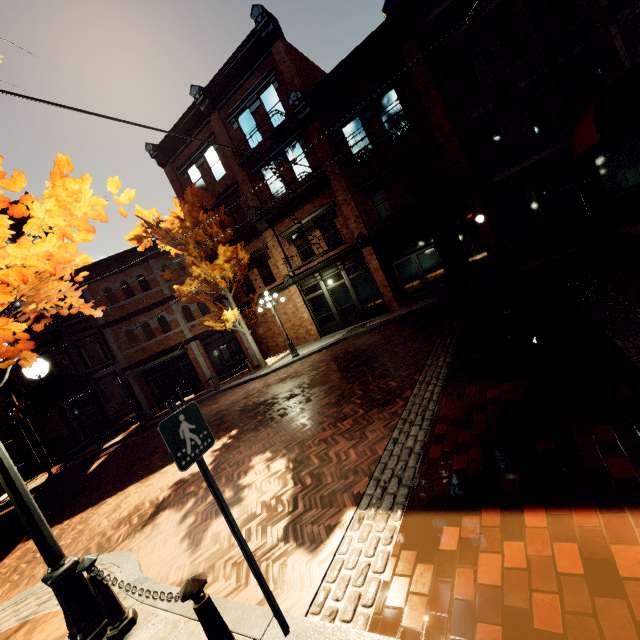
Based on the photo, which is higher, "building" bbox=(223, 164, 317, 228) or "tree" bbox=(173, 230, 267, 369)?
"building" bbox=(223, 164, 317, 228)

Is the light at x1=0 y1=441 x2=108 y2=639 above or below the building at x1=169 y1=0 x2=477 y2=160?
below

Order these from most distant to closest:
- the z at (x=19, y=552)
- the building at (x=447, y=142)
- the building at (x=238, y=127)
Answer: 1. the building at (x=238, y=127)
2. the building at (x=447, y=142)
3. the z at (x=19, y=552)

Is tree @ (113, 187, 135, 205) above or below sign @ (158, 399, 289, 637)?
above

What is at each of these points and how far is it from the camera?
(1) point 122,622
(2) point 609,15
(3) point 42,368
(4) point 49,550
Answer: →
(1) chain link post, 3.33m
(2) building, 10.50m
(3) light, 3.80m
(4) light, 3.38m

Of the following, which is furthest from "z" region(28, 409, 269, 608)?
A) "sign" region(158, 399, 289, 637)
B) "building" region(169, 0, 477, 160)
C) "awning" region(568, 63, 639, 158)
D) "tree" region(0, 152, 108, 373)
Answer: "awning" region(568, 63, 639, 158)

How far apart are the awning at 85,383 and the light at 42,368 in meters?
13.3 m

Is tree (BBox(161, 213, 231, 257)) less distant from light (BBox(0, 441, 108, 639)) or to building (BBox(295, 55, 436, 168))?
building (BBox(295, 55, 436, 168))
